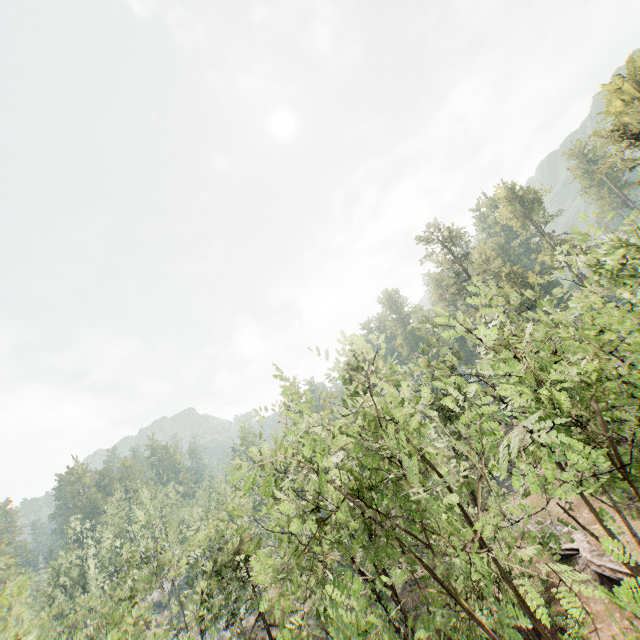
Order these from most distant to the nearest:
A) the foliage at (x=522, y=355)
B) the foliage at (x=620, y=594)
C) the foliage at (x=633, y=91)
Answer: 1. the foliage at (x=633, y=91)
2. the foliage at (x=522, y=355)
3. the foliage at (x=620, y=594)

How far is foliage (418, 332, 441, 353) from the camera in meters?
25.1

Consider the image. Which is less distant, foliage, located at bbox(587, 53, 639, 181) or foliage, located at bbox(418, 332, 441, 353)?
foliage, located at bbox(418, 332, 441, 353)

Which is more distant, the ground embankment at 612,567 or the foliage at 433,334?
the foliage at 433,334

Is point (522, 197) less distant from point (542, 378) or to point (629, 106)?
point (629, 106)

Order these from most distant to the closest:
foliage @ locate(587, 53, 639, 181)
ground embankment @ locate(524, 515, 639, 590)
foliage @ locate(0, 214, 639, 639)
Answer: foliage @ locate(587, 53, 639, 181)
ground embankment @ locate(524, 515, 639, 590)
foliage @ locate(0, 214, 639, 639)
